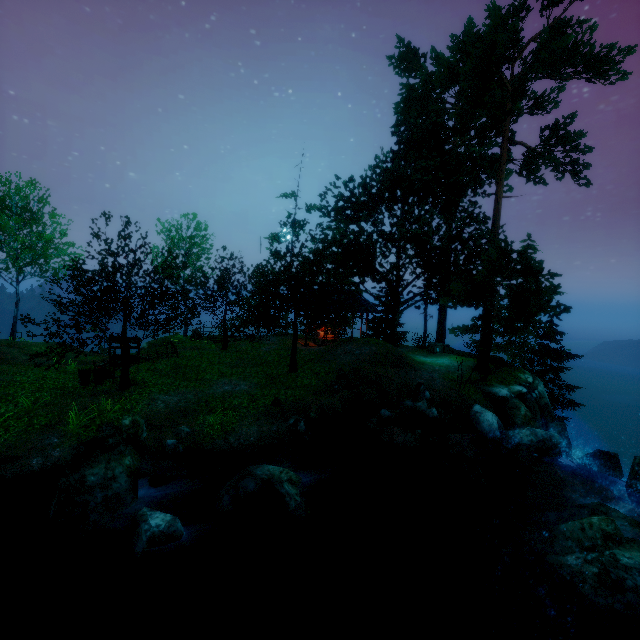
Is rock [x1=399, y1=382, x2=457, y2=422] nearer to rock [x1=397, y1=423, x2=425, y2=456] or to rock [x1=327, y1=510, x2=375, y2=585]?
rock [x1=397, y1=423, x2=425, y2=456]

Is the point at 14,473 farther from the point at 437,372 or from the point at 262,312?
the point at 437,372

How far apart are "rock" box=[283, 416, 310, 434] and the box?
14.8m

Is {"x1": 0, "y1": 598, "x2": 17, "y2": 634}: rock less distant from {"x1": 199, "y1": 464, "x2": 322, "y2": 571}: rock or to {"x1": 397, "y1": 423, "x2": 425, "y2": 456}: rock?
{"x1": 199, "y1": 464, "x2": 322, "y2": 571}: rock

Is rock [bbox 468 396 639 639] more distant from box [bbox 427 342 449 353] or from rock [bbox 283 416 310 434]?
box [bbox 427 342 449 353]

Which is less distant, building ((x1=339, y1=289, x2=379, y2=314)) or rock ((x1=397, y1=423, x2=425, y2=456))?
rock ((x1=397, y1=423, x2=425, y2=456))

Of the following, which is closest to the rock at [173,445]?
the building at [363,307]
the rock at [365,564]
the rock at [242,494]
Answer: the rock at [242,494]

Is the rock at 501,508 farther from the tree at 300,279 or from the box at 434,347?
the box at 434,347
